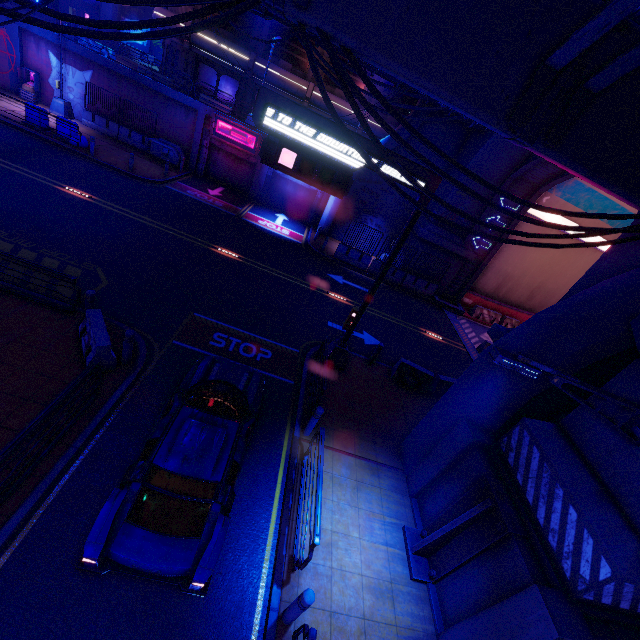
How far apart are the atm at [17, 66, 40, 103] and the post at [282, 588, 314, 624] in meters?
32.8

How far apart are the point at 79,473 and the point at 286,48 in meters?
31.9 m

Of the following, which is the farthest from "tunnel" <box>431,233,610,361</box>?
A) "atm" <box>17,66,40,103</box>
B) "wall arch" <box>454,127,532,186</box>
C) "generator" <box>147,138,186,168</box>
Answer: "atm" <box>17,66,40,103</box>

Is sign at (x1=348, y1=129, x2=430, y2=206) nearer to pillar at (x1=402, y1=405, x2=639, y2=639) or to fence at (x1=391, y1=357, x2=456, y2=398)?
fence at (x1=391, y1=357, x2=456, y2=398)

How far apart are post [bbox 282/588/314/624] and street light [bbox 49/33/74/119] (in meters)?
31.07

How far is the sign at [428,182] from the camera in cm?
865

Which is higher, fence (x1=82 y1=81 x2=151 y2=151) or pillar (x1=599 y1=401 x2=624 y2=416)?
pillar (x1=599 y1=401 x2=624 y2=416)

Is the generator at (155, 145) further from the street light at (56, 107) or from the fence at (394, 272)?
the fence at (394, 272)
